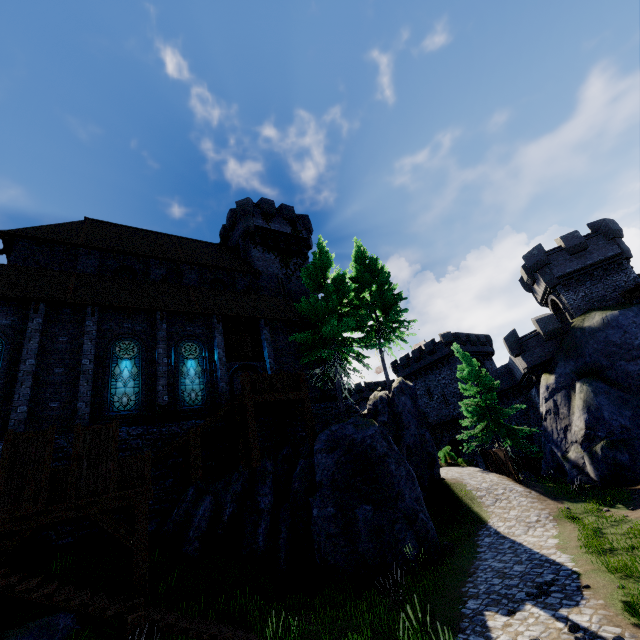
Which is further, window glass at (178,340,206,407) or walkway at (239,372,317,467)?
window glass at (178,340,206,407)

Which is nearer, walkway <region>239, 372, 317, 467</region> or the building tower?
walkway <region>239, 372, 317, 467</region>

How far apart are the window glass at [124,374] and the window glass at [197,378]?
1.5 meters

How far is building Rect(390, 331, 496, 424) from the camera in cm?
4275

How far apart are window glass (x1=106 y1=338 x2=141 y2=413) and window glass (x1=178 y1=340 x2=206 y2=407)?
1.53m

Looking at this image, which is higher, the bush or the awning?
the awning

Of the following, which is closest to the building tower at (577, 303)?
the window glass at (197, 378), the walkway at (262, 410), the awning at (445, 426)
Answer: the awning at (445, 426)

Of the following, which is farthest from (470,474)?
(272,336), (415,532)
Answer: (272,336)
